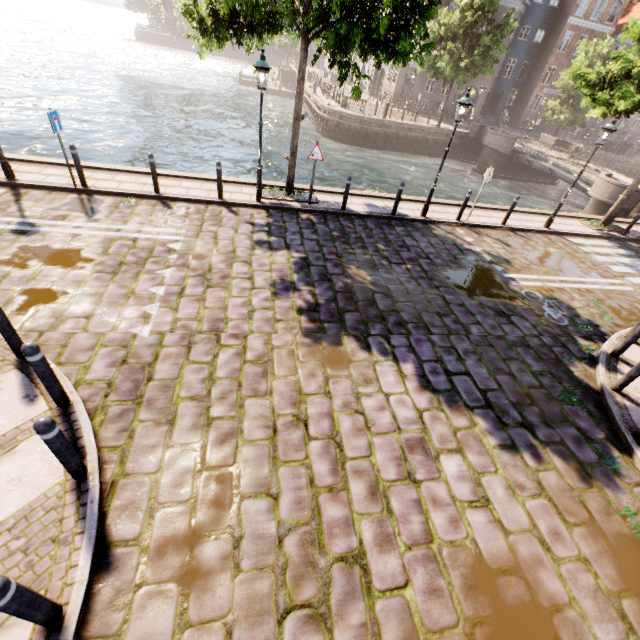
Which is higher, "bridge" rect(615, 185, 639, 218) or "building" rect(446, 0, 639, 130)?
"building" rect(446, 0, 639, 130)

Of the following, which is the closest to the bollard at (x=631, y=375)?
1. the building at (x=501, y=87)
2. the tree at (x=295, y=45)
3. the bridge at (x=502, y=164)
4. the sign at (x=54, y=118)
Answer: the tree at (x=295, y=45)

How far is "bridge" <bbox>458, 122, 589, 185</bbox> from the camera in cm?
2328

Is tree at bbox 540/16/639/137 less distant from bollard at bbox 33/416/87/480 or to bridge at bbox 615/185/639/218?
bridge at bbox 615/185/639/218

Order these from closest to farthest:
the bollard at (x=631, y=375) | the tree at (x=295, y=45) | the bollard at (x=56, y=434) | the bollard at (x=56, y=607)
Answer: the bollard at (x=56, y=607)
the bollard at (x=56, y=434)
the bollard at (x=631, y=375)
the tree at (x=295, y=45)

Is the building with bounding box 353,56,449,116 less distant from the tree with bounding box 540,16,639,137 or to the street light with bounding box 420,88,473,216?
the tree with bounding box 540,16,639,137

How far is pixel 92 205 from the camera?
8.93m

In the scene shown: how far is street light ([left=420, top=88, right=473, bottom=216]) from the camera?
9.5 meters
